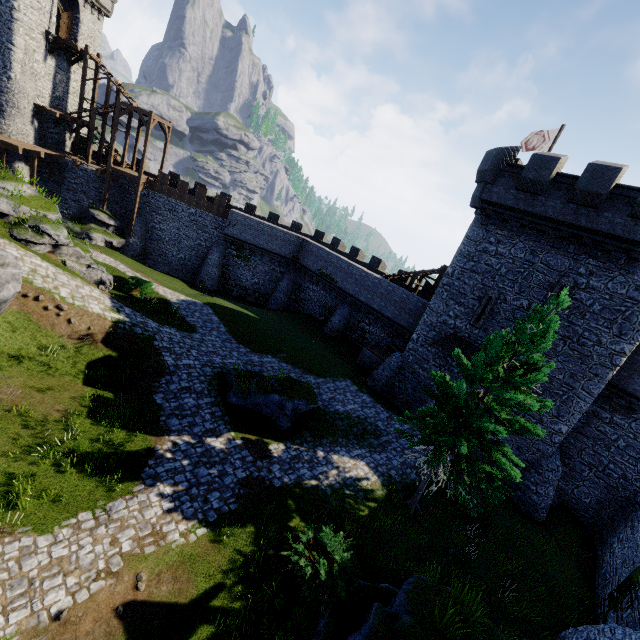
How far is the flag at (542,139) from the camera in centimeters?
2140cm

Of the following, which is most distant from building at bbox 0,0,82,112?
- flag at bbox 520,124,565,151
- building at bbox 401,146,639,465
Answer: flag at bbox 520,124,565,151

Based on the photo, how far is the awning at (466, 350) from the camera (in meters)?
19.42

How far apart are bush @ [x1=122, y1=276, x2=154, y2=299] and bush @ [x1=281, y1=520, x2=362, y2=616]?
18.1 meters

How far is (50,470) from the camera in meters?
10.1 m

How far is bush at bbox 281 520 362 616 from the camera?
8.99m

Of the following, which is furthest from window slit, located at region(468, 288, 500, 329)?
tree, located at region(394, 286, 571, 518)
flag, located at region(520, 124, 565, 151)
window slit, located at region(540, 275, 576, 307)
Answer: flag, located at region(520, 124, 565, 151)

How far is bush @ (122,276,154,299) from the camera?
22.0m
